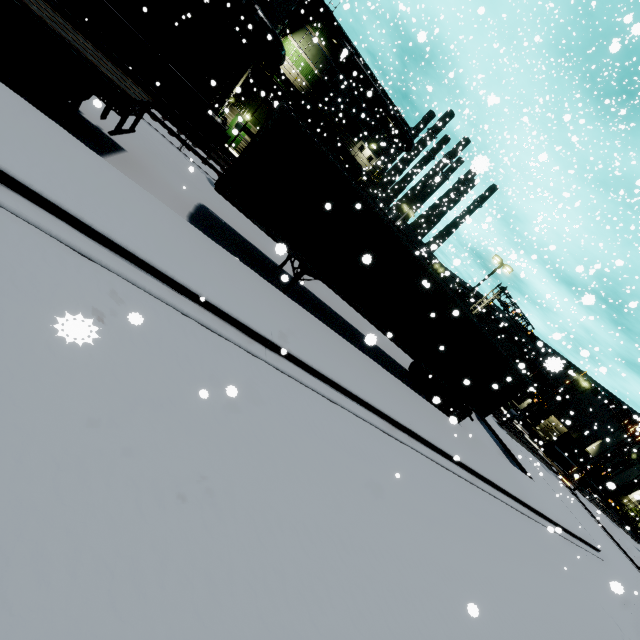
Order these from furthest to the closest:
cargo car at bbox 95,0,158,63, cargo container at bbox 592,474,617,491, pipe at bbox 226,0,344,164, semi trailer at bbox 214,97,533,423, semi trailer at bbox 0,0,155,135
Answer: pipe at bbox 226,0,344,164 → cargo car at bbox 95,0,158,63 → semi trailer at bbox 214,97,533,423 → cargo container at bbox 592,474,617,491 → semi trailer at bbox 0,0,155,135

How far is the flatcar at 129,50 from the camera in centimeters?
1360cm

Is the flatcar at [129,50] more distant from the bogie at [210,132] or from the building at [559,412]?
the building at [559,412]

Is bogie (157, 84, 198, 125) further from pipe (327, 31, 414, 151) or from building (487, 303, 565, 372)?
pipe (327, 31, 414, 151)

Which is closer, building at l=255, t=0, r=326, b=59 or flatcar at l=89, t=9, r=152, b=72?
flatcar at l=89, t=9, r=152, b=72

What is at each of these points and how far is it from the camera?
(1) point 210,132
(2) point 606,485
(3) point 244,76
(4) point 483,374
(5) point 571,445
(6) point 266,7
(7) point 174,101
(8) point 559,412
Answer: (1) bogie, 16.7m
(2) cargo container, 7.8m
(3) building, 23.5m
(4) semi trailer, 14.0m
(5) cargo container, 43.5m
(6) building, 17.9m
(7) bogie, 15.6m
(8) building, 56.3m

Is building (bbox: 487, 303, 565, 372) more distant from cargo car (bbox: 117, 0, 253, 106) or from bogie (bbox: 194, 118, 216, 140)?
bogie (bbox: 194, 118, 216, 140)
